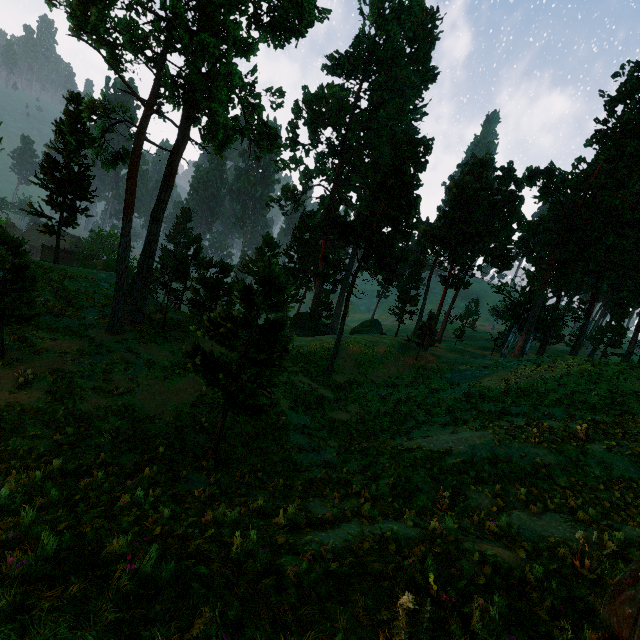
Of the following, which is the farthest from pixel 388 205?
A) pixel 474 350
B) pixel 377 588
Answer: pixel 474 350

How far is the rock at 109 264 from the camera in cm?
3722

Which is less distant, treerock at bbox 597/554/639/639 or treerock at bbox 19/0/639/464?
treerock at bbox 597/554/639/639

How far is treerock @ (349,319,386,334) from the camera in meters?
53.1 m

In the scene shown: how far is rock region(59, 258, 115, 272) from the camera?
37.2m

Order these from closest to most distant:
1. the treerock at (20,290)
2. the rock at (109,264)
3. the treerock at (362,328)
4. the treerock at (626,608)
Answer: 1. the treerock at (626,608)
2. the treerock at (20,290)
3. the rock at (109,264)
4. the treerock at (362,328)

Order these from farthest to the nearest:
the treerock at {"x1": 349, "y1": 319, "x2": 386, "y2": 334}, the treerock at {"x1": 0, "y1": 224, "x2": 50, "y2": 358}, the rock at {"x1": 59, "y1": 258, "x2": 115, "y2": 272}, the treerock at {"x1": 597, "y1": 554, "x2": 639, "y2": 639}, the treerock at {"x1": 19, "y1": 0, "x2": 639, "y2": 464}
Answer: the treerock at {"x1": 349, "y1": 319, "x2": 386, "y2": 334}
the rock at {"x1": 59, "y1": 258, "x2": 115, "y2": 272}
the treerock at {"x1": 19, "y1": 0, "x2": 639, "y2": 464}
the treerock at {"x1": 0, "y1": 224, "x2": 50, "y2": 358}
the treerock at {"x1": 597, "y1": 554, "x2": 639, "y2": 639}
